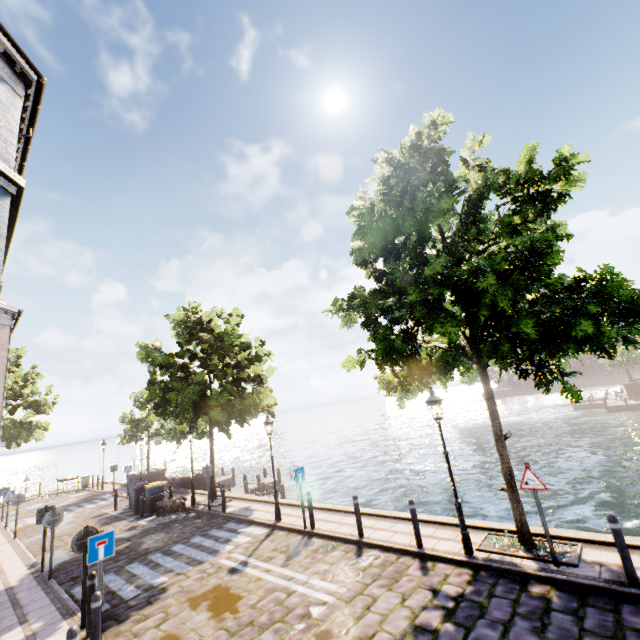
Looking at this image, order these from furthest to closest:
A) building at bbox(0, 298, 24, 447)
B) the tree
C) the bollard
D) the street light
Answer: building at bbox(0, 298, 24, 447)
the street light
the tree
the bollard

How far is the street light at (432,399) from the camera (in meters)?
7.56

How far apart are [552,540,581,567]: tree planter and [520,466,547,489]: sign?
1.40m

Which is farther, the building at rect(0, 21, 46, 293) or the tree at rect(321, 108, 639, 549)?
the building at rect(0, 21, 46, 293)

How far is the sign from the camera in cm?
680

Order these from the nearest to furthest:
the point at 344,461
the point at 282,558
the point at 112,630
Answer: the point at 112,630, the point at 282,558, the point at 344,461

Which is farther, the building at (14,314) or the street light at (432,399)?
the building at (14,314)

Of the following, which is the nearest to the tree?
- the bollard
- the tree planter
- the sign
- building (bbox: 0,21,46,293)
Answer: the tree planter
